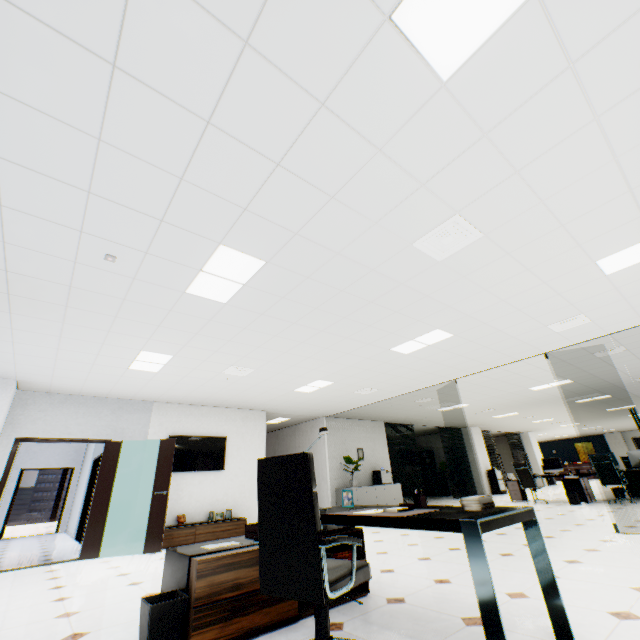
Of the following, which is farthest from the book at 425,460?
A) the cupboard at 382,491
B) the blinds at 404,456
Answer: the cupboard at 382,491

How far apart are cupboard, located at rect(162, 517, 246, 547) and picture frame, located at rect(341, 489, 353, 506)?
5.3 meters

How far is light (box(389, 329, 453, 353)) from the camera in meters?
5.1 m

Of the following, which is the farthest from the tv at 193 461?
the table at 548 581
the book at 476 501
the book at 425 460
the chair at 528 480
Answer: the book at 425 460

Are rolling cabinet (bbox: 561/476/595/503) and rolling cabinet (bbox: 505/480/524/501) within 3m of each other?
yes

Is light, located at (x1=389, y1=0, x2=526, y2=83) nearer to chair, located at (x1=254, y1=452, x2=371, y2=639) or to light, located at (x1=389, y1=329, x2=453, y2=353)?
chair, located at (x1=254, y1=452, x2=371, y2=639)

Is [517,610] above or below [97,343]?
below

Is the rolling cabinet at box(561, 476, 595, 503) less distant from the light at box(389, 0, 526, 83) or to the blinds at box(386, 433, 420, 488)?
the blinds at box(386, 433, 420, 488)
